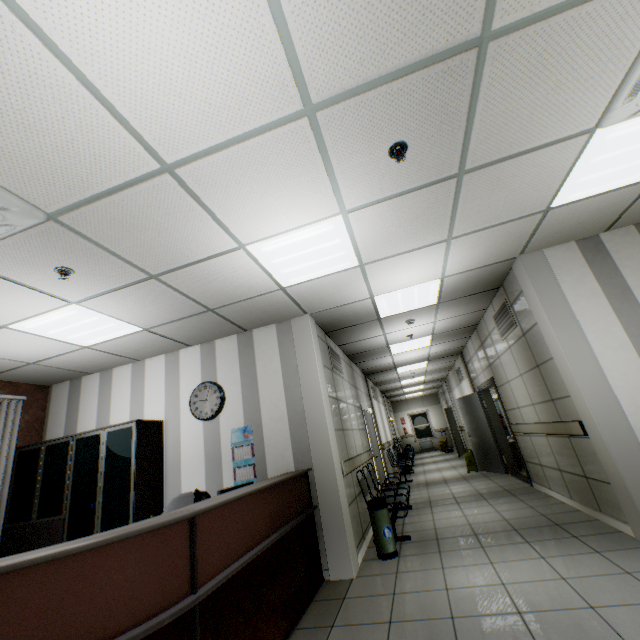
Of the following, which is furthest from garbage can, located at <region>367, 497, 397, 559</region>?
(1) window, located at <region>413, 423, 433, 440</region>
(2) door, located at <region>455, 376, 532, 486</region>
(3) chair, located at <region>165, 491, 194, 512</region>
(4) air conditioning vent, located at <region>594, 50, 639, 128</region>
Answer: (1) window, located at <region>413, 423, 433, 440</region>

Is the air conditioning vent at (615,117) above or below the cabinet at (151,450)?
above

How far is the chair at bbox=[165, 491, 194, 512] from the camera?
3.7 meters

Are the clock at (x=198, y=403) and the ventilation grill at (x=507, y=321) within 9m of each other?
yes

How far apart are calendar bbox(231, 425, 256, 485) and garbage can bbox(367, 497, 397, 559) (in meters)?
1.47

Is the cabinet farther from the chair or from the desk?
the desk

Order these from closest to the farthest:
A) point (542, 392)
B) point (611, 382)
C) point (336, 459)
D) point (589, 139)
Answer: point (589, 139)
point (611, 382)
point (336, 459)
point (542, 392)

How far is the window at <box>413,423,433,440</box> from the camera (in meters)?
20.16
